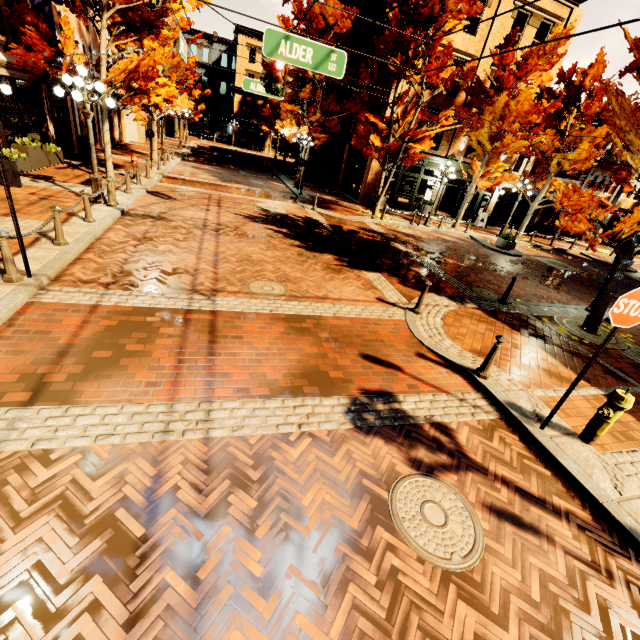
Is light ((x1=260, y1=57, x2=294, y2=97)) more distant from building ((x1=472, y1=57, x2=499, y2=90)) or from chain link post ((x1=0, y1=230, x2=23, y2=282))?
building ((x1=472, y1=57, x2=499, y2=90))

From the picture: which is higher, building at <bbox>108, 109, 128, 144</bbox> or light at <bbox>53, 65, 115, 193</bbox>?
light at <bbox>53, 65, 115, 193</bbox>

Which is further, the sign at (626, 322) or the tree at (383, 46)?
the tree at (383, 46)

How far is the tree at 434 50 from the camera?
13.1m

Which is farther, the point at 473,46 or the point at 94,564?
the point at 473,46

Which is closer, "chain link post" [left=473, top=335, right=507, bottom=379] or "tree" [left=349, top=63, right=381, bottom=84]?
"chain link post" [left=473, top=335, right=507, bottom=379]

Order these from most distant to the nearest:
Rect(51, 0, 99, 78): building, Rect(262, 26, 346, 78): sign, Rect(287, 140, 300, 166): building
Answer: Rect(287, 140, 300, 166): building
Rect(51, 0, 99, 78): building
Rect(262, 26, 346, 78): sign

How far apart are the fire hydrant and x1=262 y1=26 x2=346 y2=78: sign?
7.6m
